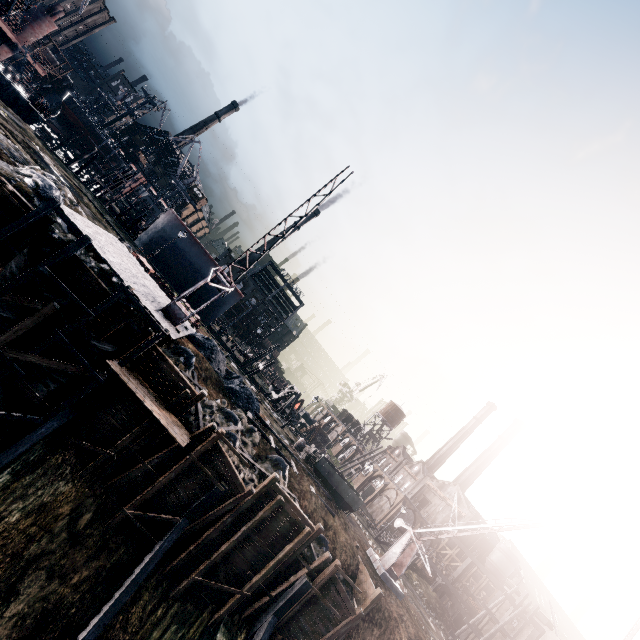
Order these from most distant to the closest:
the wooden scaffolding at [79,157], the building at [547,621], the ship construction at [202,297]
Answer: the ship construction at [202,297], the wooden scaffolding at [79,157], the building at [547,621]

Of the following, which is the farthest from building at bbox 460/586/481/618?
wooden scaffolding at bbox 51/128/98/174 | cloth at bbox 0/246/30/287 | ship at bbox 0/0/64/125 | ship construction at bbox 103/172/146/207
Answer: ship at bbox 0/0/64/125

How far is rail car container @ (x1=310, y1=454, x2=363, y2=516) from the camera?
30.4 meters

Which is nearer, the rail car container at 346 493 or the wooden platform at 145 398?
the wooden platform at 145 398

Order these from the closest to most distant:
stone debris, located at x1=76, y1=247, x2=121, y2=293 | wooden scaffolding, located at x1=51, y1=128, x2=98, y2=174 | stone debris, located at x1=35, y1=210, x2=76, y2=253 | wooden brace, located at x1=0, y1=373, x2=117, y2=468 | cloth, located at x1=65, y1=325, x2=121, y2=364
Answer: wooden brace, located at x1=0, y1=373, x2=117, y2=468 → cloth, located at x1=65, y1=325, x2=121, y2=364 → stone debris, located at x1=35, y1=210, x2=76, y2=253 → stone debris, located at x1=76, y1=247, x2=121, y2=293 → wooden scaffolding, located at x1=51, y1=128, x2=98, y2=174

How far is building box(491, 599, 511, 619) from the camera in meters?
41.8 m

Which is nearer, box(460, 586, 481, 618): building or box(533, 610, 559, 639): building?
box(533, 610, 559, 639): building

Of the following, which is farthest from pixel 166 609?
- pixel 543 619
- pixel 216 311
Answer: pixel 543 619
